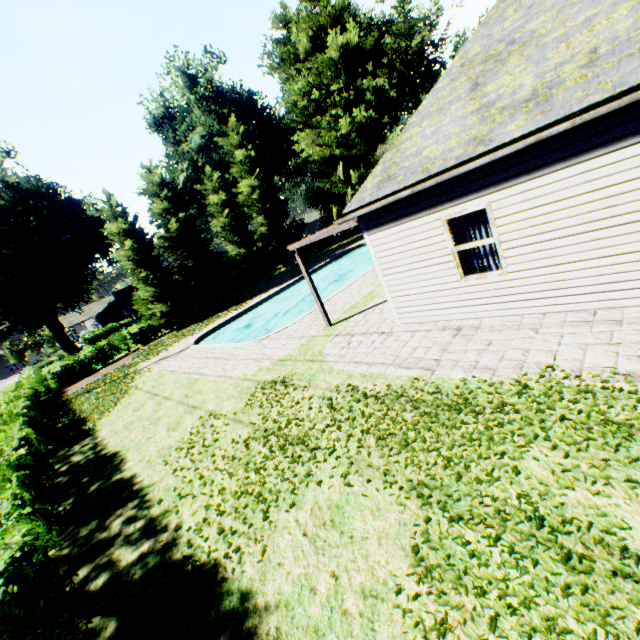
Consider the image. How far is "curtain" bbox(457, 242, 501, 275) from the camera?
7.1m

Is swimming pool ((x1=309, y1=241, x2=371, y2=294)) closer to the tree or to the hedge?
the tree

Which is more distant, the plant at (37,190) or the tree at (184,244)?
the plant at (37,190)

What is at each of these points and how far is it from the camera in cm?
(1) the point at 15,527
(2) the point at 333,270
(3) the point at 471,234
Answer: (1) hedge, 398
(2) swimming pool, 3028
(3) curtain, 720

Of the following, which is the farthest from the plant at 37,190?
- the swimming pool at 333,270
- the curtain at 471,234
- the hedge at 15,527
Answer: the curtain at 471,234

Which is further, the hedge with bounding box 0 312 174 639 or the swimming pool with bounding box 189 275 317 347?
the swimming pool with bounding box 189 275 317 347

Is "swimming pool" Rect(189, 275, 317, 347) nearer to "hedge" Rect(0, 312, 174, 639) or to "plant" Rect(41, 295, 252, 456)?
"plant" Rect(41, 295, 252, 456)
